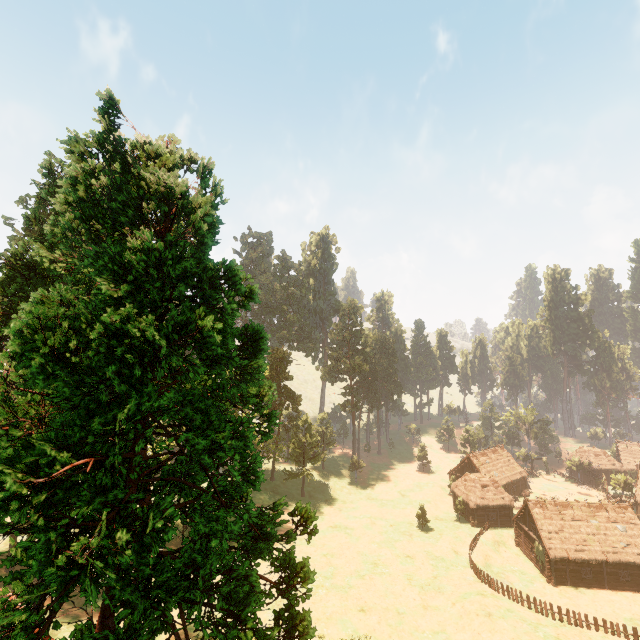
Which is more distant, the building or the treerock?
the building

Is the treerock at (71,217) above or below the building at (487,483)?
above

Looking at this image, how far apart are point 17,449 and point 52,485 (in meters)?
1.18

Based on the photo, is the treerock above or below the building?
above

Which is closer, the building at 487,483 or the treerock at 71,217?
the treerock at 71,217
